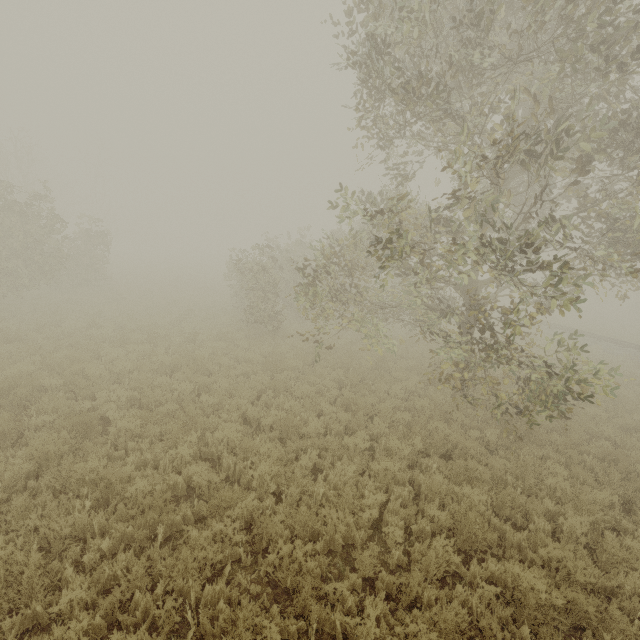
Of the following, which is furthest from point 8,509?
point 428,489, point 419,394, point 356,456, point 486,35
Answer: point 486,35
